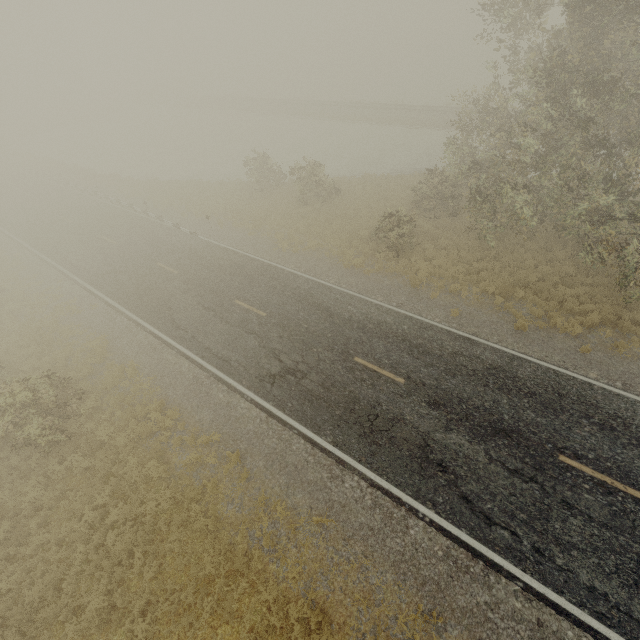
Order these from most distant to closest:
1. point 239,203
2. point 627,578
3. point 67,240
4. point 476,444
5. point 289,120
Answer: point 289,120
point 239,203
point 67,240
point 476,444
point 627,578
